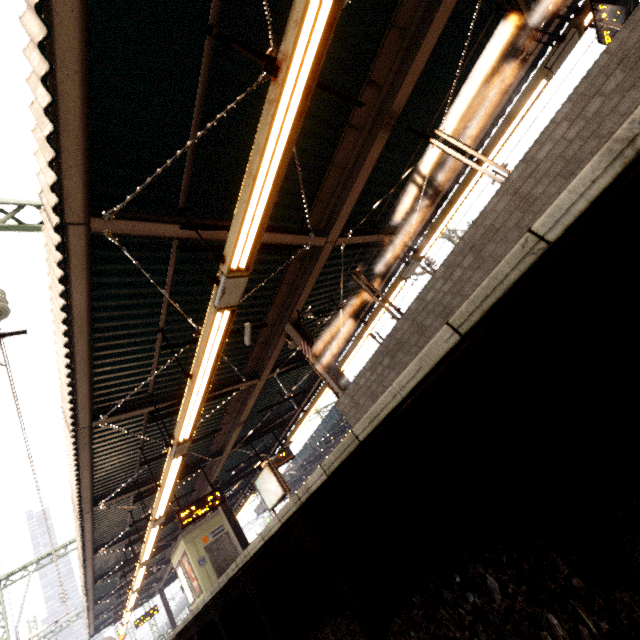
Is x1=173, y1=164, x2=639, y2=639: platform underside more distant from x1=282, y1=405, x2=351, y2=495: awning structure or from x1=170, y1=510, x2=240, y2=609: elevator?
x1=282, y1=405, x2=351, y2=495: awning structure

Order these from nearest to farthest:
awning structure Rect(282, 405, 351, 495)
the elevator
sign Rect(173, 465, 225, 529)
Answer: sign Rect(173, 465, 225, 529)
the elevator
awning structure Rect(282, 405, 351, 495)

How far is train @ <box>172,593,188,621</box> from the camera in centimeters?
3366cm

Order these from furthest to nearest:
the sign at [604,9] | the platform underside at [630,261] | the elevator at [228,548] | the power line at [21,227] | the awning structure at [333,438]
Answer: the awning structure at [333,438]
the elevator at [228,548]
the power line at [21,227]
the sign at [604,9]
the platform underside at [630,261]

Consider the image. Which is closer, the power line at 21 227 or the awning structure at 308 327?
the awning structure at 308 327

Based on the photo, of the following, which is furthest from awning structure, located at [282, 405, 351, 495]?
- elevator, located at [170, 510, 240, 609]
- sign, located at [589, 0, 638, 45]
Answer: elevator, located at [170, 510, 240, 609]

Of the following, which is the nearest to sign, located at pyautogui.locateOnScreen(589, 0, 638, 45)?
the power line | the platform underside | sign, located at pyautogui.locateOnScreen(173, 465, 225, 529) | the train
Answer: the platform underside

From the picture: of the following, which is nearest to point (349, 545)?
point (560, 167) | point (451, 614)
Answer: point (451, 614)
